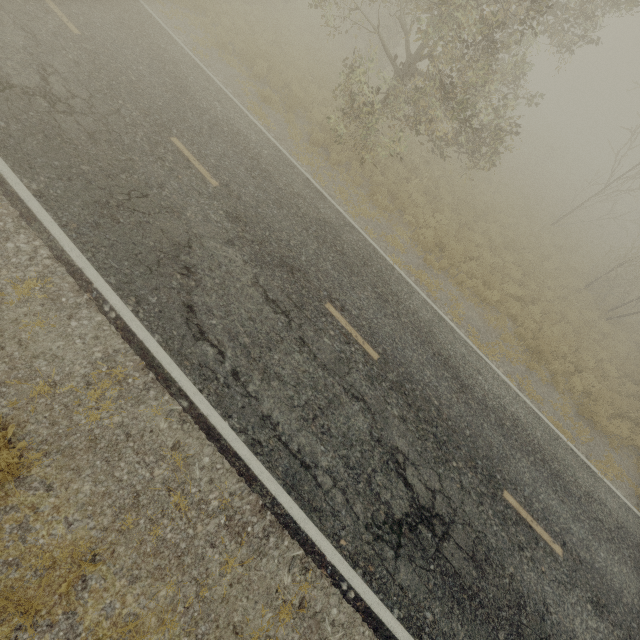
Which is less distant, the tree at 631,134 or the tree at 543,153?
the tree at 543,153

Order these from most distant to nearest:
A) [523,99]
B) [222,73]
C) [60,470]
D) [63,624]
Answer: [523,99], [222,73], [60,470], [63,624]

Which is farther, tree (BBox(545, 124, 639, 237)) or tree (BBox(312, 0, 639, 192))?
tree (BBox(545, 124, 639, 237))
